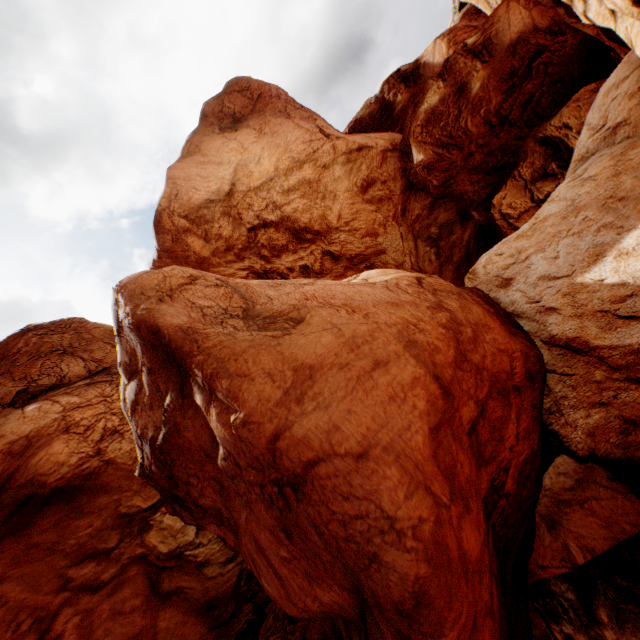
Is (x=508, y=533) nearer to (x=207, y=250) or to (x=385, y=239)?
(x=385, y=239)
